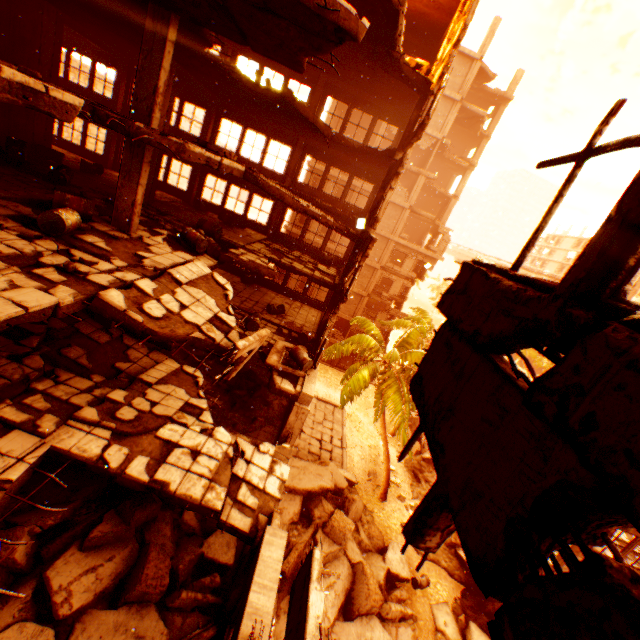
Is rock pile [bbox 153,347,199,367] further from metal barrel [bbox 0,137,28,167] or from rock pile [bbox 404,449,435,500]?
metal barrel [bbox 0,137,28,167]

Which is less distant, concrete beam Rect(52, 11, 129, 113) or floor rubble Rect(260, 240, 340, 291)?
concrete beam Rect(52, 11, 129, 113)

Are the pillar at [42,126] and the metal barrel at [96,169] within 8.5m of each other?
yes

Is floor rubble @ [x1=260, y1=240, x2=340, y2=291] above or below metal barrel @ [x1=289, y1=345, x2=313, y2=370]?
above

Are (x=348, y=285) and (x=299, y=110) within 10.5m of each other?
yes

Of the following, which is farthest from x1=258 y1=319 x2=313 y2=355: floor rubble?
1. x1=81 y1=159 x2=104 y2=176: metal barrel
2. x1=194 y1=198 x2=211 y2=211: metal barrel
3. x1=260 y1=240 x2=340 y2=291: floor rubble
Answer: x1=81 y1=159 x2=104 y2=176: metal barrel

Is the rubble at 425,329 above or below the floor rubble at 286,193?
below

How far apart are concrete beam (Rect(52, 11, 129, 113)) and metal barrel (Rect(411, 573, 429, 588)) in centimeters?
2837cm
